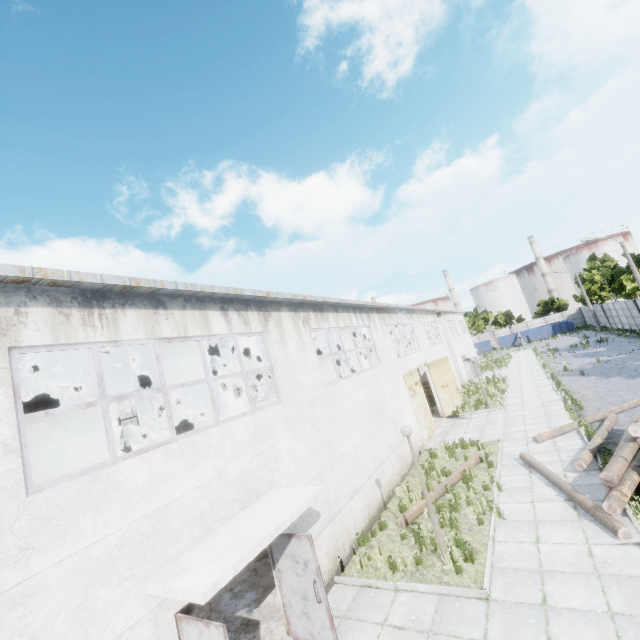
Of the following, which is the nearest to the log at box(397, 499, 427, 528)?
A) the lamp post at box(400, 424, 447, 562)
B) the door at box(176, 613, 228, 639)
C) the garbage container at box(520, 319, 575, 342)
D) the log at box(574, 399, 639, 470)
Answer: the log at box(574, 399, 639, 470)

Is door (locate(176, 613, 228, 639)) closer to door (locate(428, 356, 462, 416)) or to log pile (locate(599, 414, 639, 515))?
log pile (locate(599, 414, 639, 515))

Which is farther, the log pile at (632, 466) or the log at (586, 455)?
the log at (586, 455)

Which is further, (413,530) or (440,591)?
(413,530)

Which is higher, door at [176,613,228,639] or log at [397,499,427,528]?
door at [176,613,228,639]

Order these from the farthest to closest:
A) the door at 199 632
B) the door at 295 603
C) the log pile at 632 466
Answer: the log pile at 632 466 → the door at 295 603 → the door at 199 632

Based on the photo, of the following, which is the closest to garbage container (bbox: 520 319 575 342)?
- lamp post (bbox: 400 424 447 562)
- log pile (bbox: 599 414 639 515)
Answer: log pile (bbox: 599 414 639 515)

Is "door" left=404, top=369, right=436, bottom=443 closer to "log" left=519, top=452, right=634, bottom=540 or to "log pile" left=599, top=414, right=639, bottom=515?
"log" left=519, top=452, right=634, bottom=540
